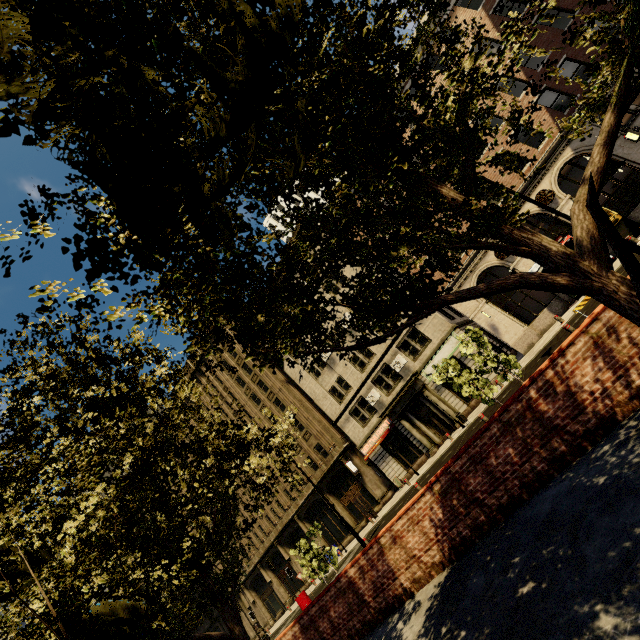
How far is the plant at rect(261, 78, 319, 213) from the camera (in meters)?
0.90

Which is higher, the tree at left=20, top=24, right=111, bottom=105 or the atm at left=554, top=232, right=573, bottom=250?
the tree at left=20, top=24, right=111, bottom=105

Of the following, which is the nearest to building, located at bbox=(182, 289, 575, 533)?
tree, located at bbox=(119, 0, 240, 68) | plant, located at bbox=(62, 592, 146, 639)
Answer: tree, located at bbox=(119, 0, 240, 68)

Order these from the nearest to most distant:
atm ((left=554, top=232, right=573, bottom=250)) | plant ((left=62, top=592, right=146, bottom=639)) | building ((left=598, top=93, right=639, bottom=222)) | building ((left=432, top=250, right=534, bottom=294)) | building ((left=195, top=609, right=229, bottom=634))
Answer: plant ((left=62, top=592, right=146, bottom=639)) < building ((left=598, top=93, right=639, bottom=222)) < atm ((left=554, top=232, right=573, bottom=250)) < building ((left=432, top=250, right=534, bottom=294)) < building ((left=195, top=609, right=229, bottom=634))

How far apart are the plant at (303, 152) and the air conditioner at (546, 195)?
25.3m

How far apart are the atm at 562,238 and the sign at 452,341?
8.0m

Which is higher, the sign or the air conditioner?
the air conditioner

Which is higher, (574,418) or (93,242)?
(93,242)
